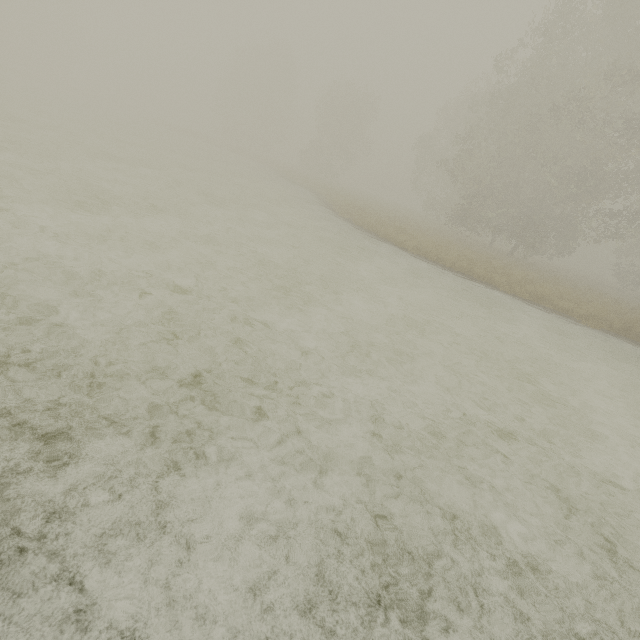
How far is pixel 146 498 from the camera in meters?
2.5 m
